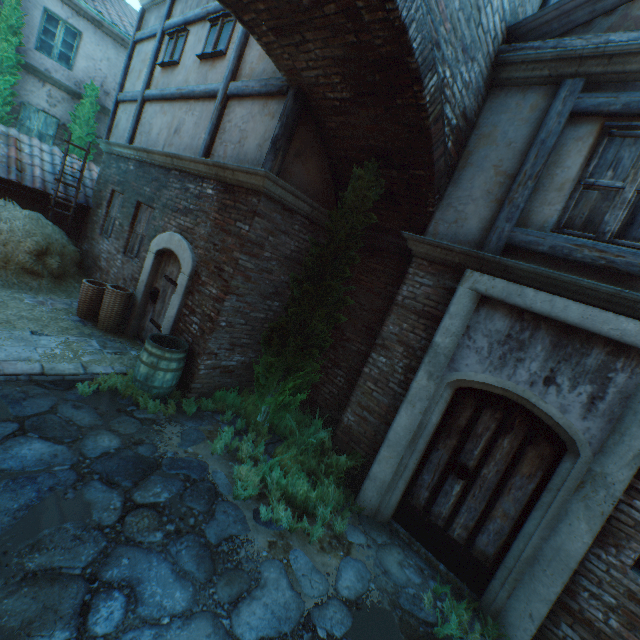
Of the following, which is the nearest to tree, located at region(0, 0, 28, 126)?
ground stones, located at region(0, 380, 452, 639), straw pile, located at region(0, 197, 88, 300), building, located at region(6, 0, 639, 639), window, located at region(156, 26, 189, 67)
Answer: building, located at region(6, 0, 639, 639)

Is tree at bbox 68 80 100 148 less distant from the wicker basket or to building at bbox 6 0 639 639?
building at bbox 6 0 639 639

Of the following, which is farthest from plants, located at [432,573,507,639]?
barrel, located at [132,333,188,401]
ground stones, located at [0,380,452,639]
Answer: barrel, located at [132,333,188,401]

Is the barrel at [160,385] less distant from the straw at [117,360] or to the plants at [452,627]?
the straw at [117,360]

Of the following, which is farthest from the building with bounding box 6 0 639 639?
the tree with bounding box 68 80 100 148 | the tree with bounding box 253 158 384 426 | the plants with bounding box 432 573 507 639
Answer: the tree with bounding box 68 80 100 148

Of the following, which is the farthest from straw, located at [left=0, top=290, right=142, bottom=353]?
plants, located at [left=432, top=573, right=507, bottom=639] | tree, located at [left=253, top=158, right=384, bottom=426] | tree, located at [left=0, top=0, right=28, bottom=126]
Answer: tree, located at [left=0, top=0, right=28, bottom=126]

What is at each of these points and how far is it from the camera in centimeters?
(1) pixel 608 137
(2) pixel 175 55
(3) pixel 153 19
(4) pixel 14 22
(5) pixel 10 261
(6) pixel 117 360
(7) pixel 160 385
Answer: (1) building, 372cm
(2) window, 738cm
(3) building, 855cm
(4) tree, 945cm
(5) straw pile, 702cm
(6) straw, 579cm
(7) barrel, 509cm

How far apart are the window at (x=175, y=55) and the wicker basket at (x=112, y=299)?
5.2 meters
